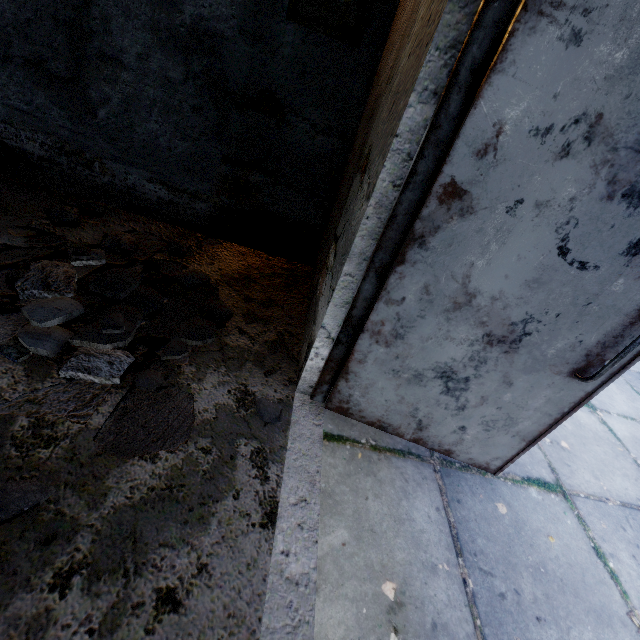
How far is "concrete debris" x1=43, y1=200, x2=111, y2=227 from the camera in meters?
2.7

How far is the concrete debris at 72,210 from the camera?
2.7m

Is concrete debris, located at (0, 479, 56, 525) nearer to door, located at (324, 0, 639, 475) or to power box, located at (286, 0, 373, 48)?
door, located at (324, 0, 639, 475)

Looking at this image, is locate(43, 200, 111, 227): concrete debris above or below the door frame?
below

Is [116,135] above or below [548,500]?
above

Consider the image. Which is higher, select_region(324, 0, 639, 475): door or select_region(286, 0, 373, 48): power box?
select_region(286, 0, 373, 48): power box

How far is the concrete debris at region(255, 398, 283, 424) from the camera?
1.83m

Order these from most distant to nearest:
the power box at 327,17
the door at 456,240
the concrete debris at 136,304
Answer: the power box at 327,17 → the concrete debris at 136,304 → the door at 456,240
